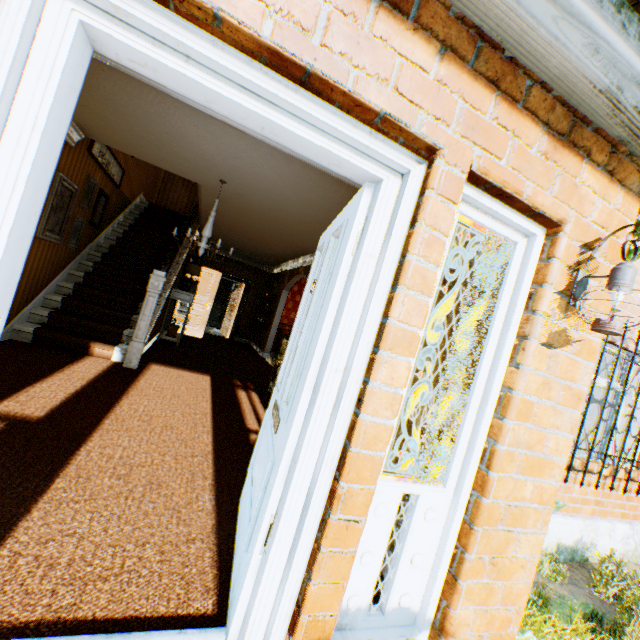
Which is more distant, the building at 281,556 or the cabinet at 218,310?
the cabinet at 218,310

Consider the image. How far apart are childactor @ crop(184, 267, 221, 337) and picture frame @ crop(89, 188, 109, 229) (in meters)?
3.29

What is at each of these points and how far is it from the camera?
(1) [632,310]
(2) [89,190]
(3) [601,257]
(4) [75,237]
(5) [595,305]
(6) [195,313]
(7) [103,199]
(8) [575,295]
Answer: (1) building, 4.63m
(2) picture frame, 5.77m
(3) building, 1.72m
(4) picture frame, 5.80m
(5) building, 1.71m
(6) childactor, 10.37m
(7) picture frame, 6.52m
(8) house light, 1.56m

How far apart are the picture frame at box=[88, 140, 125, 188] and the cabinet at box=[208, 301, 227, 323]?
10.18m

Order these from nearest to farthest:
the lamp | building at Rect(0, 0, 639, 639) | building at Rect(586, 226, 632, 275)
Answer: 1. building at Rect(0, 0, 639, 639)
2. building at Rect(586, 226, 632, 275)
3. the lamp

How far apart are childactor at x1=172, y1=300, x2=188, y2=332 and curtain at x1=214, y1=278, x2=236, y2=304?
7.52m

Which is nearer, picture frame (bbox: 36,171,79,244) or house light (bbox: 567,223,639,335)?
house light (bbox: 567,223,639,335)

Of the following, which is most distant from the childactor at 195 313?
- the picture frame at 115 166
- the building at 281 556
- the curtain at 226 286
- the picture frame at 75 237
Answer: the curtain at 226 286
